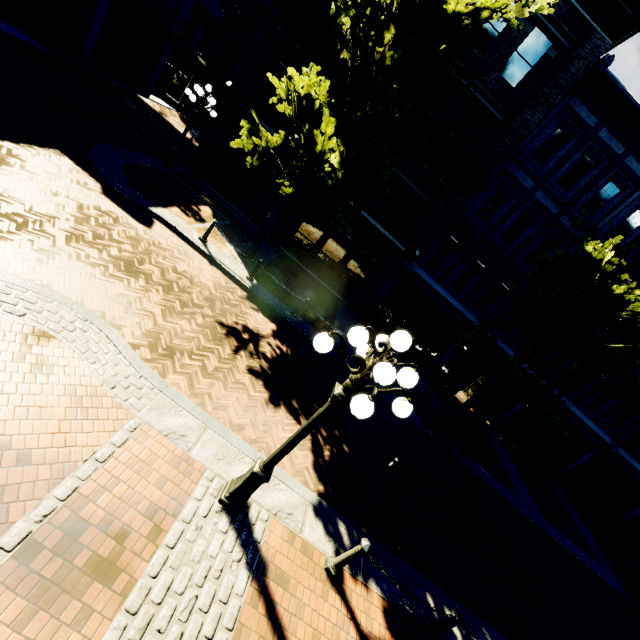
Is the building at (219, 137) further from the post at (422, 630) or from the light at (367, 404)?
the post at (422, 630)

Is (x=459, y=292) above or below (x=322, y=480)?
above

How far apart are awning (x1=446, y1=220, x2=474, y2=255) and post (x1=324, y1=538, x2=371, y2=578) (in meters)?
12.78

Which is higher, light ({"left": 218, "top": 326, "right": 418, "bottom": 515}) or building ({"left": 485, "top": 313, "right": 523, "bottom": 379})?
building ({"left": 485, "top": 313, "right": 523, "bottom": 379})

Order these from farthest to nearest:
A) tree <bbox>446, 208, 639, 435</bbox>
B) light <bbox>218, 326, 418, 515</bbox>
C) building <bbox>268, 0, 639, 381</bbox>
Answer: building <bbox>268, 0, 639, 381</bbox> < tree <bbox>446, 208, 639, 435</bbox> < light <bbox>218, 326, 418, 515</bbox>

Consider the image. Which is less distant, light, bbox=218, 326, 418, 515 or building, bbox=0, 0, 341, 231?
light, bbox=218, 326, 418, 515

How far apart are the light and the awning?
11.76m

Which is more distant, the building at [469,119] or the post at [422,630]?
the building at [469,119]
